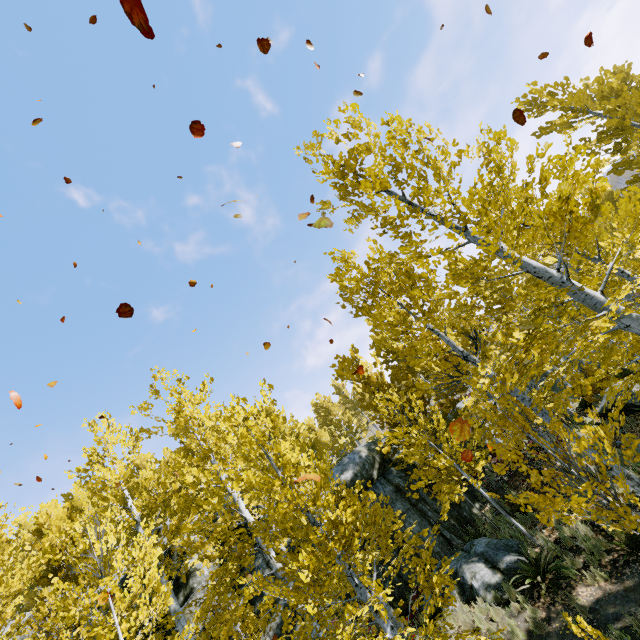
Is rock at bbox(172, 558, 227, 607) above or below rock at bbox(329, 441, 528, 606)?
above

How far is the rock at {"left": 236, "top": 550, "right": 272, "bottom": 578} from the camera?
12.05m

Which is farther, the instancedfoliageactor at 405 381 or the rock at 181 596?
the rock at 181 596

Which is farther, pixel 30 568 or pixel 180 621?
pixel 30 568

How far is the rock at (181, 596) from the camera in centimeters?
1119cm

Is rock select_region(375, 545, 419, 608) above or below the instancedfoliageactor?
below
